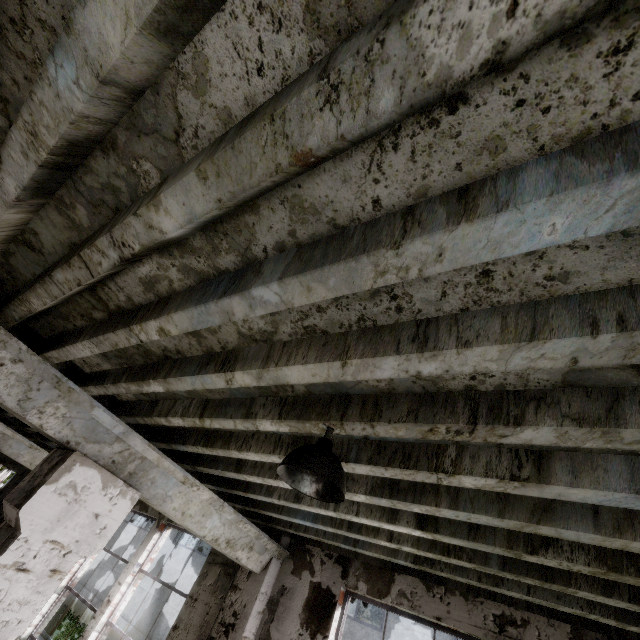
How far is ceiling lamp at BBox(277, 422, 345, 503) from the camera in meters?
1.8

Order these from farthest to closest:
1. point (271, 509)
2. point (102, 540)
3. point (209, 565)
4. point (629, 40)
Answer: point (209, 565), point (271, 509), point (102, 540), point (629, 40)

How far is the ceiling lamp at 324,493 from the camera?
1.76m

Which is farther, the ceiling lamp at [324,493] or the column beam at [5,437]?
the column beam at [5,437]

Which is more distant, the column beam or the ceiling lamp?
the column beam
